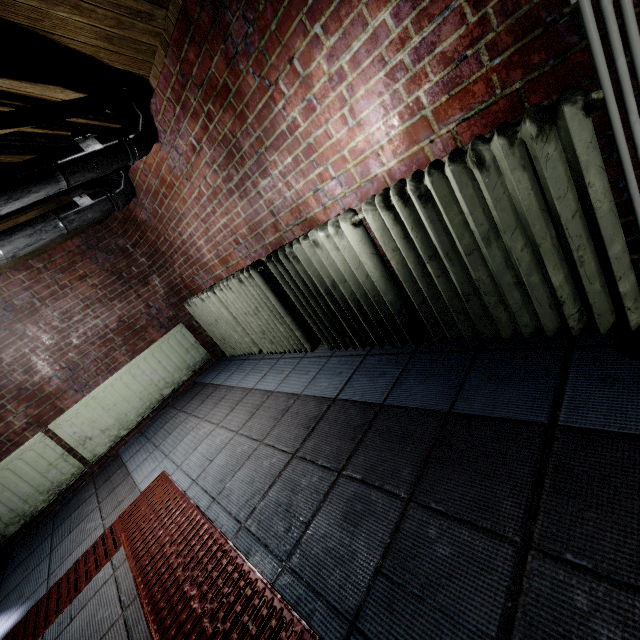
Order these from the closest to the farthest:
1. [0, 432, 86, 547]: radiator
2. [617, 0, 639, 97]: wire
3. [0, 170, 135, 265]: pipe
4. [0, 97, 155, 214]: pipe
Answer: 1. [617, 0, 639, 97]: wire
2. [0, 97, 155, 214]: pipe
3. [0, 170, 135, 265]: pipe
4. [0, 432, 86, 547]: radiator

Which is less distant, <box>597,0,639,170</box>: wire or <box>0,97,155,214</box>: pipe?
<box>597,0,639,170</box>: wire

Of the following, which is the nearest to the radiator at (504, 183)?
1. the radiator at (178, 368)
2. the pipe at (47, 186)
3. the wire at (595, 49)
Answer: the wire at (595, 49)

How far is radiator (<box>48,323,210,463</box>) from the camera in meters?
3.2 m

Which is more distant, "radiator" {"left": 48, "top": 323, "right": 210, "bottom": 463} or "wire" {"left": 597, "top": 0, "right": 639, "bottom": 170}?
"radiator" {"left": 48, "top": 323, "right": 210, "bottom": 463}

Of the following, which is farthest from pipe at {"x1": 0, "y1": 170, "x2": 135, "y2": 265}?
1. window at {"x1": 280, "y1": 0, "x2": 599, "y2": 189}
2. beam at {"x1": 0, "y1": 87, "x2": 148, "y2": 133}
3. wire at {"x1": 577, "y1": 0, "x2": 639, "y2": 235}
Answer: wire at {"x1": 577, "y1": 0, "x2": 639, "y2": 235}

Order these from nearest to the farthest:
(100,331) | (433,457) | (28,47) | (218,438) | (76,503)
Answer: (433,457) < (28,47) < (218,438) < (76,503) < (100,331)

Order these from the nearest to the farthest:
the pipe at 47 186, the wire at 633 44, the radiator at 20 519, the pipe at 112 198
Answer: the wire at 633 44 < the pipe at 47 186 < the pipe at 112 198 < the radiator at 20 519
